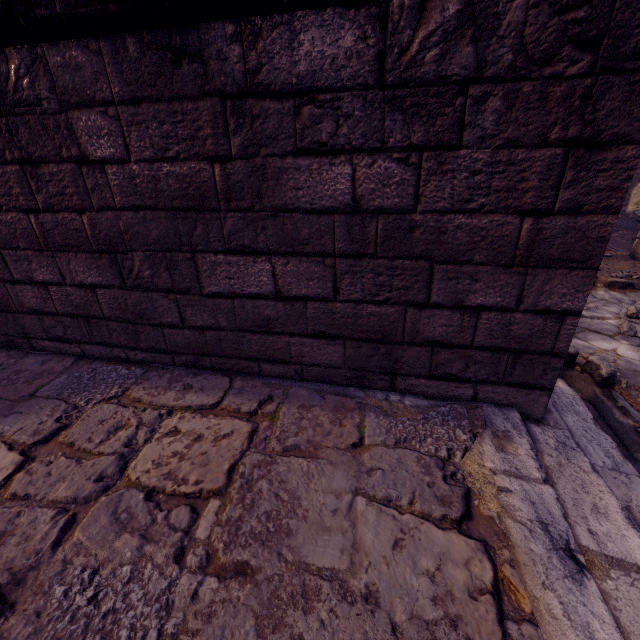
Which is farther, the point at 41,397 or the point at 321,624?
the point at 41,397
